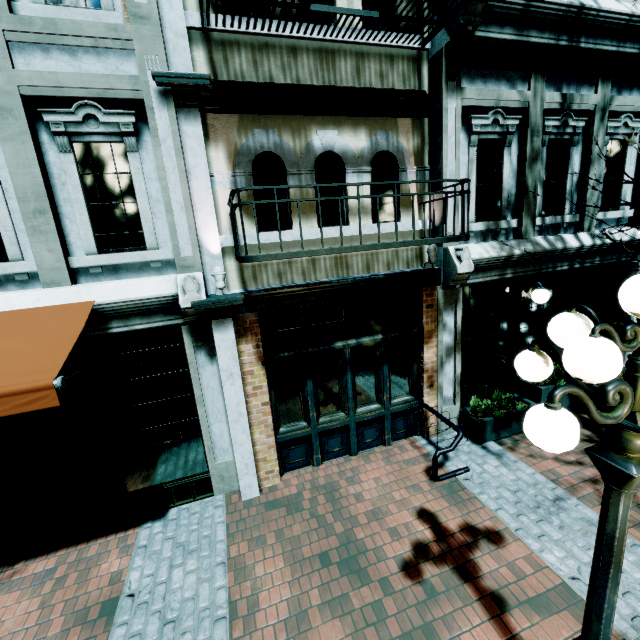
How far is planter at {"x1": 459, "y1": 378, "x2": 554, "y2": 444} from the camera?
6.0m

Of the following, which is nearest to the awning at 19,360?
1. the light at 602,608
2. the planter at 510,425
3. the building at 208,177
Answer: the building at 208,177

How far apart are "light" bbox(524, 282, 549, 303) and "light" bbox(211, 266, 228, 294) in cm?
580

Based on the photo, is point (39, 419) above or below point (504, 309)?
below

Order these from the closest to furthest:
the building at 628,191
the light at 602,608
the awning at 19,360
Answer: the light at 602,608
the awning at 19,360
the building at 628,191

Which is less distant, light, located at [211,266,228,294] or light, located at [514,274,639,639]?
light, located at [514,274,639,639]

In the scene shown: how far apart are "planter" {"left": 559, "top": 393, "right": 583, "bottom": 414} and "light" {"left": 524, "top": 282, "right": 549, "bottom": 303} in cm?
163

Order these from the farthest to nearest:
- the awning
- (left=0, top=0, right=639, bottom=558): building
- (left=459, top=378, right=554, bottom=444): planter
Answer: (left=459, top=378, right=554, bottom=444): planter
(left=0, top=0, right=639, bottom=558): building
the awning
